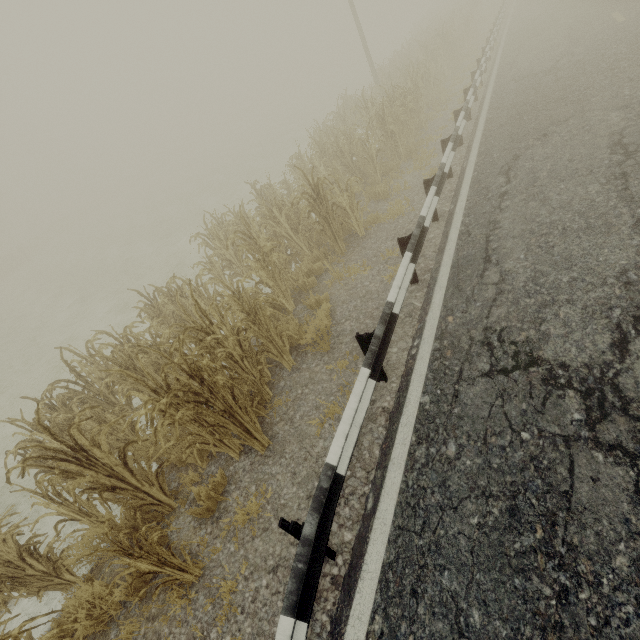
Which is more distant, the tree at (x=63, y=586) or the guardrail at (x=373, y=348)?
the tree at (x=63, y=586)

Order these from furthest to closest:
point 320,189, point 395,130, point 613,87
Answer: point 395,130 → point 613,87 → point 320,189

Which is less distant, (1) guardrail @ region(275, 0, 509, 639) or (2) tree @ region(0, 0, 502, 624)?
(1) guardrail @ region(275, 0, 509, 639)
